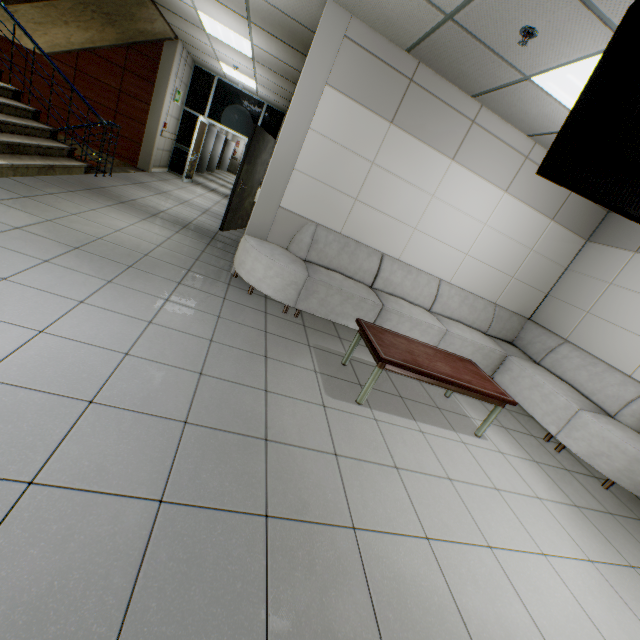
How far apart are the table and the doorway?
9.3m

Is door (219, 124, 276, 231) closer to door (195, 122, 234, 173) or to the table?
the table

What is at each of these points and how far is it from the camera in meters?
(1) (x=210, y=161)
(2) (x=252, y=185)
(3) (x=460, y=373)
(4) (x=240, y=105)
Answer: (1) door, 16.8 m
(2) door, 6.9 m
(3) table, 3.2 m
(4) doorway, 10.3 m

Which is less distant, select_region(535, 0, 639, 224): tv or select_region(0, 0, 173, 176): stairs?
select_region(535, 0, 639, 224): tv

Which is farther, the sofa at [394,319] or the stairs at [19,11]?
the stairs at [19,11]

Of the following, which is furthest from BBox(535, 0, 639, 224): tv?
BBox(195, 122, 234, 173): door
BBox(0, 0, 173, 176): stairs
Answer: BBox(195, 122, 234, 173): door

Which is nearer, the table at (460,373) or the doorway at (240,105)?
the table at (460,373)

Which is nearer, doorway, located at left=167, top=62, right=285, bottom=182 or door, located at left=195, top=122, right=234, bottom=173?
doorway, located at left=167, top=62, right=285, bottom=182
